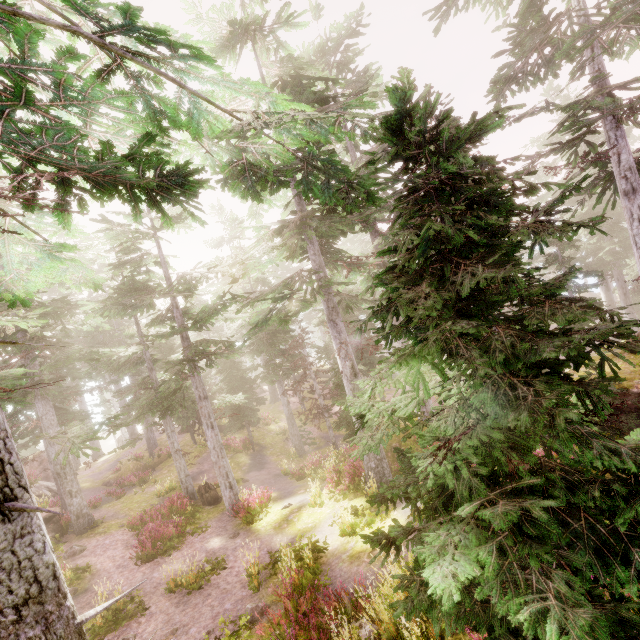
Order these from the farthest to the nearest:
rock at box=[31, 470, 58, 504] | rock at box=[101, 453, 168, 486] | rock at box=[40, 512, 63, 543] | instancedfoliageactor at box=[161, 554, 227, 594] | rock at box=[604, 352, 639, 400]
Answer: rock at box=[101, 453, 168, 486] → rock at box=[31, 470, 58, 504] → rock at box=[40, 512, 63, 543] → instancedfoliageactor at box=[161, 554, 227, 594] → rock at box=[604, 352, 639, 400]

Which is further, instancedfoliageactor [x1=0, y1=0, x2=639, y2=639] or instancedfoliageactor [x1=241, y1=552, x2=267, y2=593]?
instancedfoliageactor [x1=241, y1=552, x2=267, y2=593]

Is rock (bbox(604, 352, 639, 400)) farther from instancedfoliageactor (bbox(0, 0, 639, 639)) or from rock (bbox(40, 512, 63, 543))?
rock (bbox(40, 512, 63, 543))

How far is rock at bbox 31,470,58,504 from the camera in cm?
2264

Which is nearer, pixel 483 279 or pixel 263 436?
pixel 483 279

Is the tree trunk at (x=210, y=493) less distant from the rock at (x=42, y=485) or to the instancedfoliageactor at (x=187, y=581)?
the instancedfoliageactor at (x=187, y=581)

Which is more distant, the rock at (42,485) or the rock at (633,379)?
the rock at (42,485)

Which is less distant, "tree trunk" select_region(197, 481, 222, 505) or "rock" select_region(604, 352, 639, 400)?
"rock" select_region(604, 352, 639, 400)
